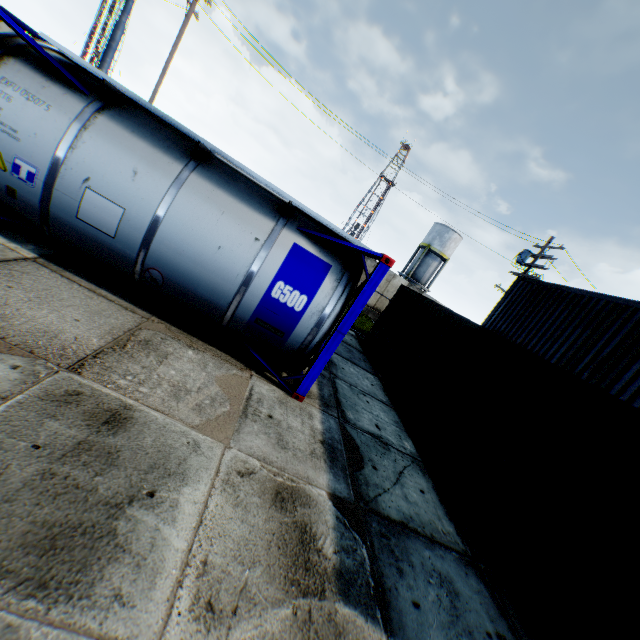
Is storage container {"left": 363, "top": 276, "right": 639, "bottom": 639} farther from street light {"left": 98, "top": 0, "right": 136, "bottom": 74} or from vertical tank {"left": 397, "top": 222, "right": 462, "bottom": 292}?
vertical tank {"left": 397, "top": 222, "right": 462, "bottom": 292}

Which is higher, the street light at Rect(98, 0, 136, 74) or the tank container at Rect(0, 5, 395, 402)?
the street light at Rect(98, 0, 136, 74)

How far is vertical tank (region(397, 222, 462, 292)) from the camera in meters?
39.4

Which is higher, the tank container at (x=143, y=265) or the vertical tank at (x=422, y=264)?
the vertical tank at (x=422, y=264)

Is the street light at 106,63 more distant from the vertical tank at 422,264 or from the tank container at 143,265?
the vertical tank at 422,264

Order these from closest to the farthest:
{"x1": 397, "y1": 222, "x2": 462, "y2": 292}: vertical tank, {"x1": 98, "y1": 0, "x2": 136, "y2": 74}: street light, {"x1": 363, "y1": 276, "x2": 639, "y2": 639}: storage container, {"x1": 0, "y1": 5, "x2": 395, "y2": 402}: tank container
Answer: {"x1": 363, "y1": 276, "x2": 639, "y2": 639}: storage container
{"x1": 0, "y1": 5, "x2": 395, "y2": 402}: tank container
{"x1": 98, "y1": 0, "x2": 136, "y2": 74}: street light
{"x1": 397, "y1": 222, "x2": 462, "y2": 292}: vertical tank

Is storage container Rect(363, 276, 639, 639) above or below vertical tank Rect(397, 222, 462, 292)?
below

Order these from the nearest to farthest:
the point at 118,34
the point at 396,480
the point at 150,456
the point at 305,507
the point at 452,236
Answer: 1. the point at 150,456
2. the point at 305,507
3. the point at 396,480
4. the point at 118,34
5. the point at 452,236
